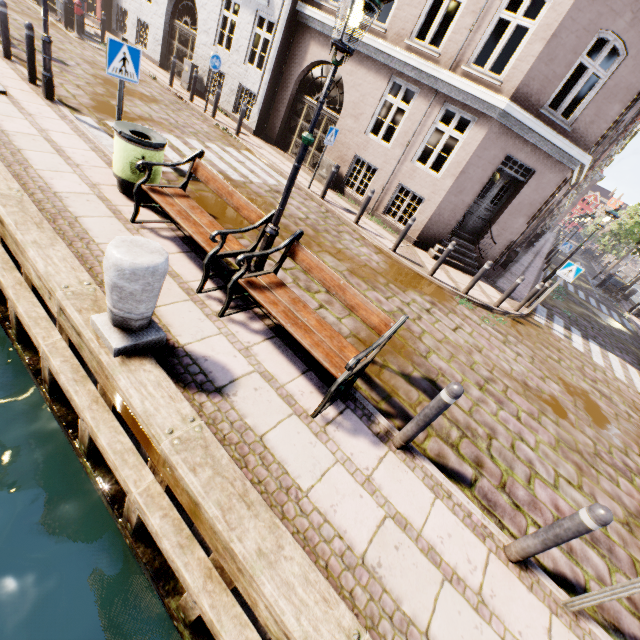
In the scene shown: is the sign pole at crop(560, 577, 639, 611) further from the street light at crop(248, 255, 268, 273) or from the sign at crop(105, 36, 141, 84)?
the sign at crop(105, 36, 141, 84)

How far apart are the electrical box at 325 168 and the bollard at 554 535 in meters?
11.3 m

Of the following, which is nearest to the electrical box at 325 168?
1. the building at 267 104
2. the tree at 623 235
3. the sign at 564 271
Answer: the building at 267 104

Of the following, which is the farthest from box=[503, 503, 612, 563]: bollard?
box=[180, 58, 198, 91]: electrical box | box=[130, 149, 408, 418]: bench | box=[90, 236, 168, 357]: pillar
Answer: box=[180, 58, 198, 91]: electrical box

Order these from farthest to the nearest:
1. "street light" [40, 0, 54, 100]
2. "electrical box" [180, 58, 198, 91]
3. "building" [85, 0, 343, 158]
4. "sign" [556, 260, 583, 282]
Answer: "electrical box" [180, 58, 198, 91] < "building" [85, 0, 343, 158] < "sign" [556, 260, 583, 282] < "street light" [40, 0, 54, 100]

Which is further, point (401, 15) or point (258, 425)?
point (401, 15)

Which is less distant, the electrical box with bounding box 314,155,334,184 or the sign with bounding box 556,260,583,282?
the sign with bounding box 556,260,583,282

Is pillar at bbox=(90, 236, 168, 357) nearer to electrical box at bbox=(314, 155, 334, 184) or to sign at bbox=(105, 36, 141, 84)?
sign at bbox=(105, 36, 141, 84)
